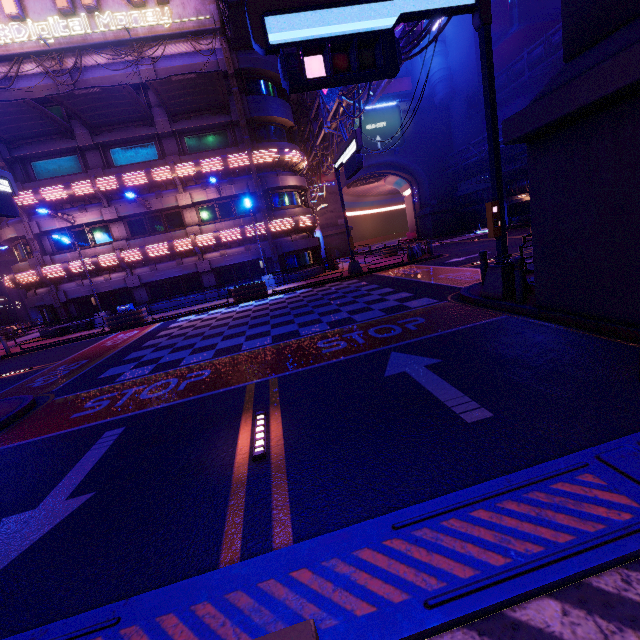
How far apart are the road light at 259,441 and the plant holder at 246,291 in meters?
15.8 m

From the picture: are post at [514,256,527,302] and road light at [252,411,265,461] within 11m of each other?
yes

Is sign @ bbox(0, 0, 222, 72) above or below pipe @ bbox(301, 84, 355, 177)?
above

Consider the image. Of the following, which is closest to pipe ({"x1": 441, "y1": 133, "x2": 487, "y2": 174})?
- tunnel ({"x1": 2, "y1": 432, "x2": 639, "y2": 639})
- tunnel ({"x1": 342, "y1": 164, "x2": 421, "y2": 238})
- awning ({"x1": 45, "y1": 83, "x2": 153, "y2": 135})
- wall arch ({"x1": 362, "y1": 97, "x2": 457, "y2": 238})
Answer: wall arch ({"x1": 362, "y1": 97, "x2": 457, "y2": 238})

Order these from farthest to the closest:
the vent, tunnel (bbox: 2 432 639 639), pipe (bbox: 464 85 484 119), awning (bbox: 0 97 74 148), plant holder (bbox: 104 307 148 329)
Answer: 1. the vent
2. pipe (bbox: 464 85 484 119)
3. plant holder (bbox: 104 307 148 329)
4. awning (bbox: 0 97 74 148)
5. tunnel (bbox: 2 432 639 639)

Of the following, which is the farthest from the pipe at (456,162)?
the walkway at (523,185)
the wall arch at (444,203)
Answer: the walkway at (523,185)

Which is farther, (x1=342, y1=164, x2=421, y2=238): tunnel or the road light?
(x1=342, y1=164, x2=421, y2=238): tunnel

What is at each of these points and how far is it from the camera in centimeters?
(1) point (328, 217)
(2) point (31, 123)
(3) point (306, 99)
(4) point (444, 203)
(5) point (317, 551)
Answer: (1) wall arch, 4547cm
(2) awning, 1884cm
(3) walkway, 2688cm
(4) wall arch, 4778cm
(5) tunnel, 266cm
